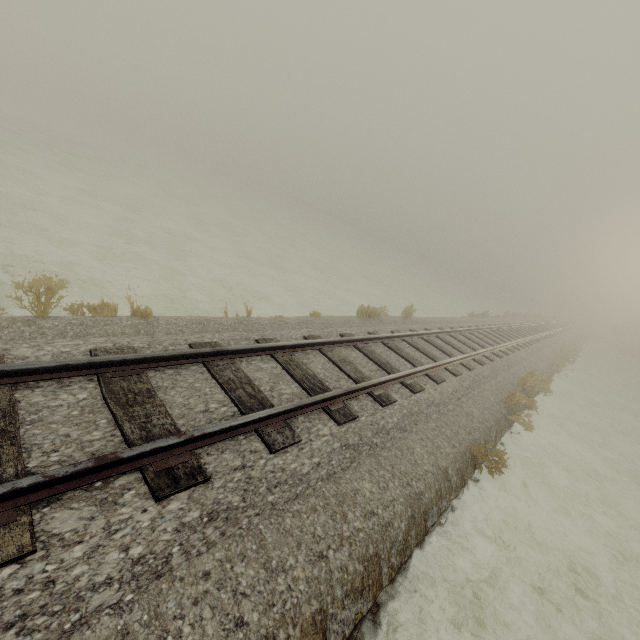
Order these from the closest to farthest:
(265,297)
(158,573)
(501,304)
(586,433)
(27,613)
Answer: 1. (27,613)
2. (158,573)
3. (265,297)
4. (586,433)
5. (501,304)
